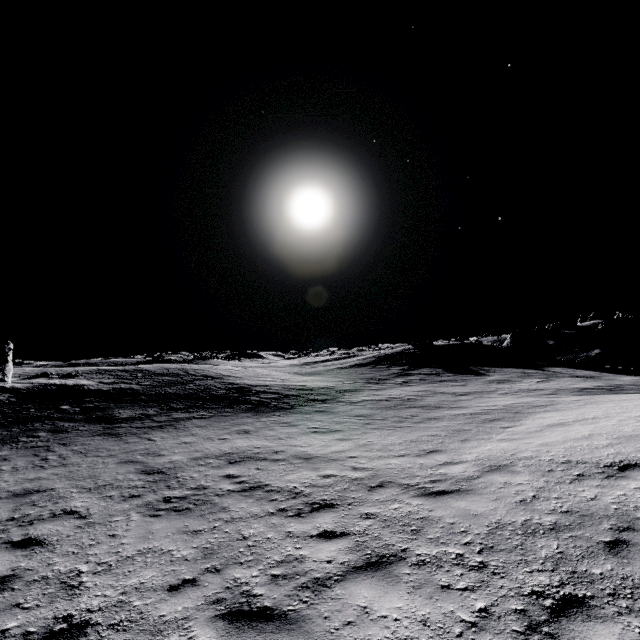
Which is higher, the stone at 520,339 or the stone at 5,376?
the stone at 5,376

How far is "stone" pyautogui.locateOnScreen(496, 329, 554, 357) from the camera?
34.7m

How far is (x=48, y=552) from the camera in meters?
5.7

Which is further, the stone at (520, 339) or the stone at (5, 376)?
the stone at (520, 339)

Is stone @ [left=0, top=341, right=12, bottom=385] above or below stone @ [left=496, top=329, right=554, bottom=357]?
above

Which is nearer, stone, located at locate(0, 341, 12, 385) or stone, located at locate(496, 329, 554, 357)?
stone, located at locate(0, 341, 12, 385)
